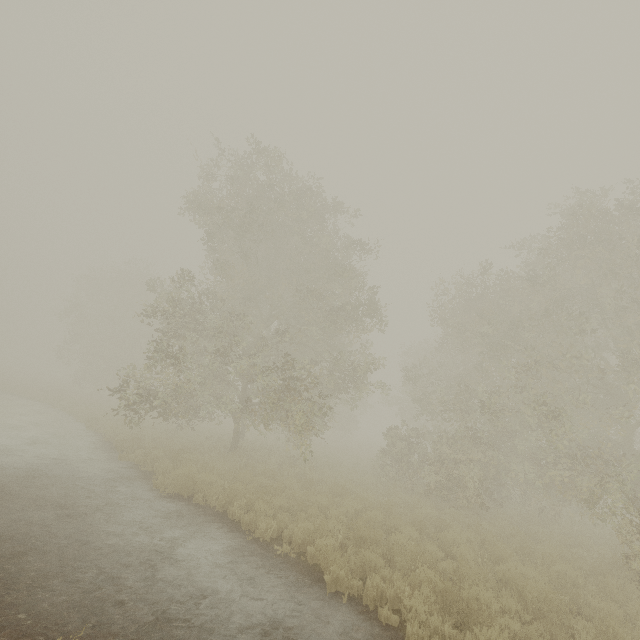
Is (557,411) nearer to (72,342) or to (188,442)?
(188,442)
